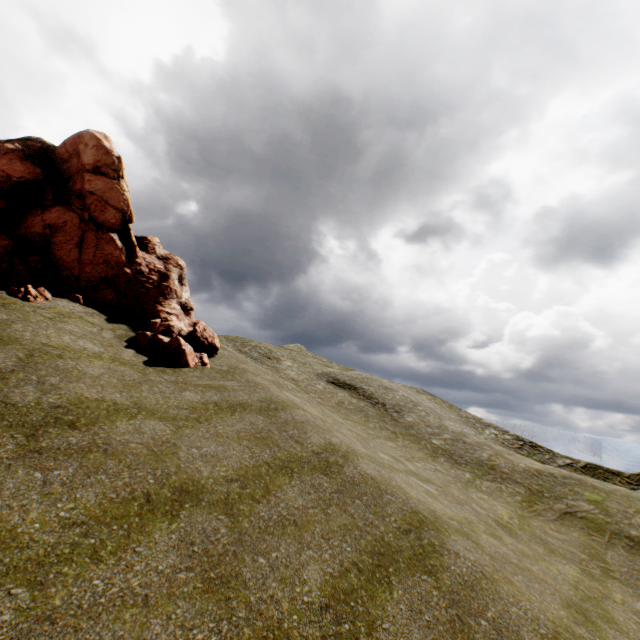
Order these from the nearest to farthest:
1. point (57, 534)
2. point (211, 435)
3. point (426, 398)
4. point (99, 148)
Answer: point (57, 534)
point (211, 435)
point (99, 148)
point (426, 398)
